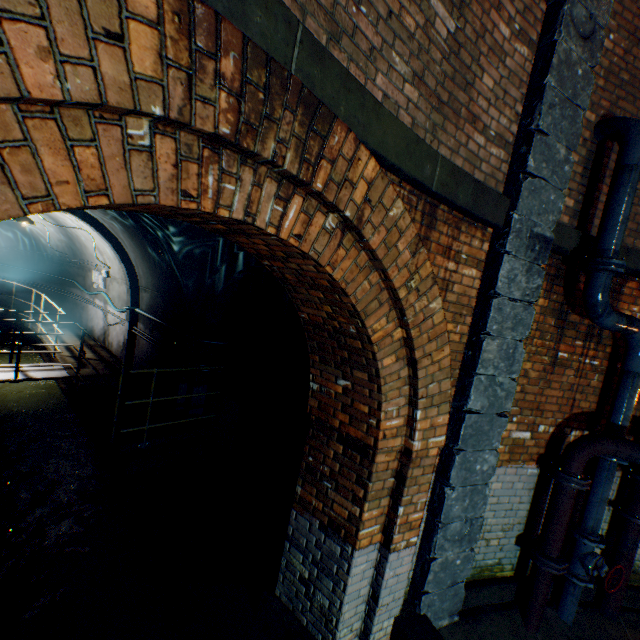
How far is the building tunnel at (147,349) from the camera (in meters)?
7.23

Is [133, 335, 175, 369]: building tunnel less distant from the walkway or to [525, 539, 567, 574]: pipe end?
the walkway

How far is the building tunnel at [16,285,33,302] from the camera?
13.1m

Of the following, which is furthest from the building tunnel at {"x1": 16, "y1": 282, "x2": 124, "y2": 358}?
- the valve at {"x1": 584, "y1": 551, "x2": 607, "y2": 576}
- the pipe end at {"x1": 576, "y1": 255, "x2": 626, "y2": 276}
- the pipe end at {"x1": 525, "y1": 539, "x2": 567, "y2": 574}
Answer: the valve at {"x1": 584, "y1": 551, "x2": 607, "y2": 576}

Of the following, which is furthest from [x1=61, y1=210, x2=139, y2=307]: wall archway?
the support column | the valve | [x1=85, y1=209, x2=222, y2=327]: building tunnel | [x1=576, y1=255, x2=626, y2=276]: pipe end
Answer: the valve

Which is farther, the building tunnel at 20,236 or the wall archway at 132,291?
the building tunnel at 20,236

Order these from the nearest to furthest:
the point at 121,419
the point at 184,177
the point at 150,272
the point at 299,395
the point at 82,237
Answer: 1. the point at 184,177
2. the point at 299,395
3. the point at 121,419
4. the point at 150,272
5. the point at 82,237

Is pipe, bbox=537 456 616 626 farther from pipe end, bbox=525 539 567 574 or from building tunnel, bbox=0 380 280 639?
building tunnel, bbox=0 380 280 639
